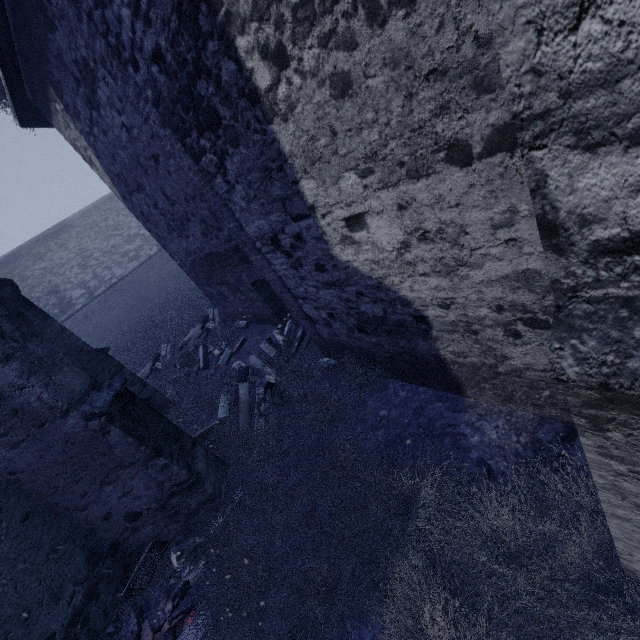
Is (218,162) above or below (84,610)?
above
